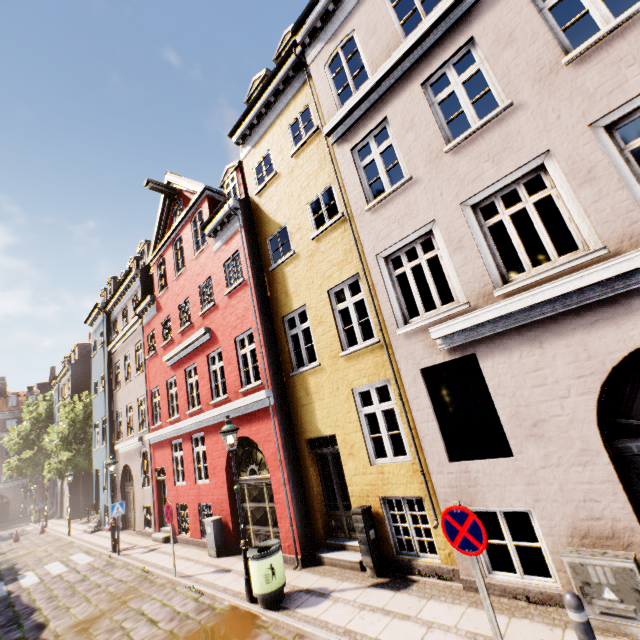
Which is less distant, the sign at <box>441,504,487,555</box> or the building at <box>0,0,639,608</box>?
the sign at <box>441,504,487,555</box>

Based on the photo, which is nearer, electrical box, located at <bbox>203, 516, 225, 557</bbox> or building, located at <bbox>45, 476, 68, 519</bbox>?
electrical box, located at <bbox>203, 516, 225, 557</bbox>

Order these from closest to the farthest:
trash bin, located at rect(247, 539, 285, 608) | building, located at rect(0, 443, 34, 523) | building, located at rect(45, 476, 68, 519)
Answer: trash bin, located at rect(247, 539, 285, 608), building, located at rect(45, 476, 68, 519), building, located at rect(0, 443, 34, 523)

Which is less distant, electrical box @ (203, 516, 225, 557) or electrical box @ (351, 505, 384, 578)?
electrical box @ (351, 505, 384, 578)

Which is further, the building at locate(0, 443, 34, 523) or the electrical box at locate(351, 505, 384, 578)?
the building at locate(0, 443, 34, 523)

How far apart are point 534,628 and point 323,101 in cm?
1156

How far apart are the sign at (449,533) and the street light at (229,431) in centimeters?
499cm

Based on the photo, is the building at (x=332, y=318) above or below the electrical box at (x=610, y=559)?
above
